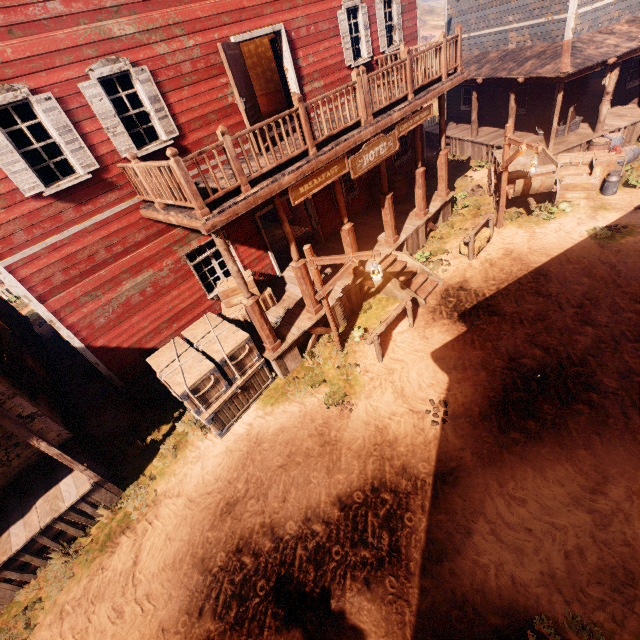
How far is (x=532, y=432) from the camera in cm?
621

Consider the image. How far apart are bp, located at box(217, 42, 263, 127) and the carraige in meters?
8.2

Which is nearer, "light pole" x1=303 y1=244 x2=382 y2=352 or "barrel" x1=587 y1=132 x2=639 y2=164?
"light pole" x1=303 y1=244 x2=382 y2=352

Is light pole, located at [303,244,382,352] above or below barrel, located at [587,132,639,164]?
above

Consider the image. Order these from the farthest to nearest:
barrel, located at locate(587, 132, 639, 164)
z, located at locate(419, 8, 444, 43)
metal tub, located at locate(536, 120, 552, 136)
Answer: z, located at locate(419, 8, 444, 43) → metal tub, located at locate(536, 120, 552, 136) → barrel, located at locate(587, 132, 639, 164)

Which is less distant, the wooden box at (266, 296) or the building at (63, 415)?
the building at (63, 415)

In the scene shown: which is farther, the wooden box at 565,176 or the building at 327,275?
the wooden box at 565,176

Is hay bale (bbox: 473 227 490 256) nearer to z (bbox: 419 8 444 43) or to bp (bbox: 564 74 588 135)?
z (bbox: 419 8 444 43)
